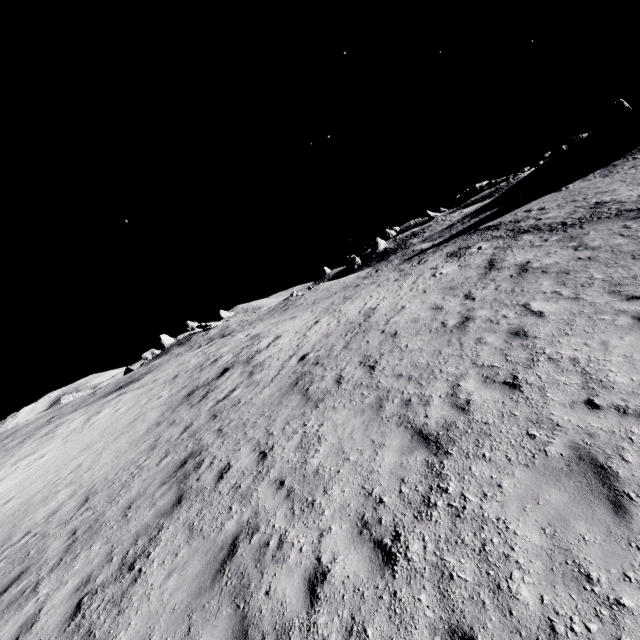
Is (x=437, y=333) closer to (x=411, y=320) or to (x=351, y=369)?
(x=411, y=320)
